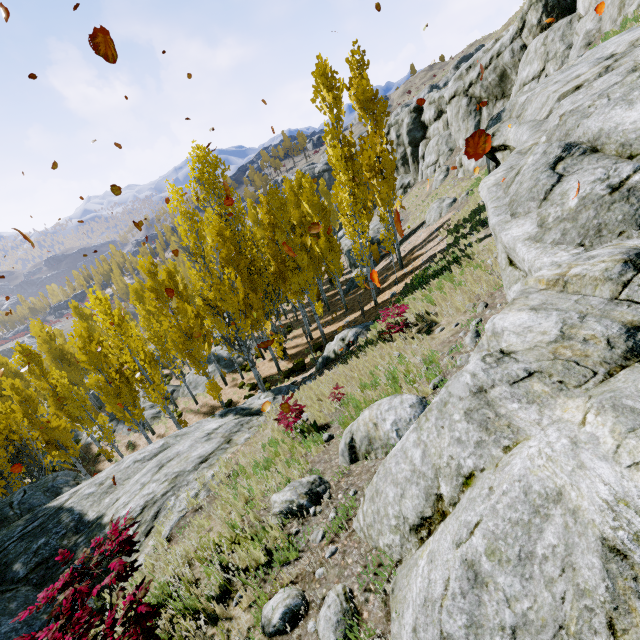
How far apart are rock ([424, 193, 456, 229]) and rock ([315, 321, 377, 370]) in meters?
14.1 m

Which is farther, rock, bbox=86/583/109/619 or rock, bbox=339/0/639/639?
rock, bbox=86/583/109/619

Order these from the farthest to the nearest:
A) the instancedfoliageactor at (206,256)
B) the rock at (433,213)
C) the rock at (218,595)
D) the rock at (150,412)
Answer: the rock at (150,412), the rock at (433,213), the instancedfoliageactor at (206,256), the rock at (218,595)

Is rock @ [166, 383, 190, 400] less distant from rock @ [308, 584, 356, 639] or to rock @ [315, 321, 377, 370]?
rock @ [315, 321, 377, 370]

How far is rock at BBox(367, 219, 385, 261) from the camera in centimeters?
3494cm

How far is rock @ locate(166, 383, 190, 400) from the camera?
26.86m

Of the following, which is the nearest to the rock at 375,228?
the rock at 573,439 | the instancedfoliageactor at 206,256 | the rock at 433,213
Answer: the instancedfoliageactor at 206,256

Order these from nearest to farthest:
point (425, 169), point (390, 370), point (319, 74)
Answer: point (390, 370) < point (319, 74) < point (425, 169)
